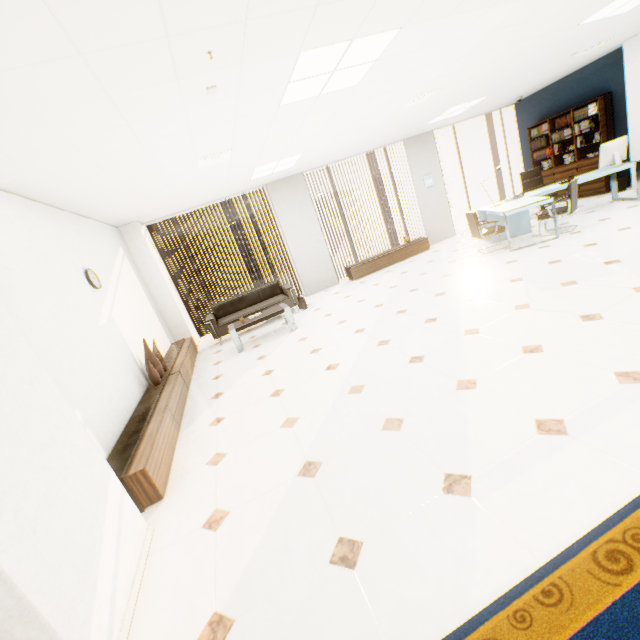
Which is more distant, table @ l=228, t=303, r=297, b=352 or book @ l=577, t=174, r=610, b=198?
book @ l=577, t=174, r=610, b=198

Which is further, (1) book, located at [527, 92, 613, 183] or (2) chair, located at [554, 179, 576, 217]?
(1) book, located at [527, 92, 613, 183]

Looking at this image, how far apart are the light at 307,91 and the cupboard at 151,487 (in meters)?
3.62

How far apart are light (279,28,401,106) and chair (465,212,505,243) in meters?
3.7 m

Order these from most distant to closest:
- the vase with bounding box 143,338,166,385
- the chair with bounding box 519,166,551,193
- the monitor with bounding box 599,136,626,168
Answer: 1. the chair with bounding box 519,166,551,193
2. the monitor with bounding box 599,136,626,168
3. the vase with bounding box 143,338,166,385

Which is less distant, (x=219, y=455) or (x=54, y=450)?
(x=54, y=450)

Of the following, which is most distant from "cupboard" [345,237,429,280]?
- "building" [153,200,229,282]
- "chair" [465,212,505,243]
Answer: "building" [153,200,229,282]

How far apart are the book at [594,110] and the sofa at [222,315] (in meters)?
7.93
